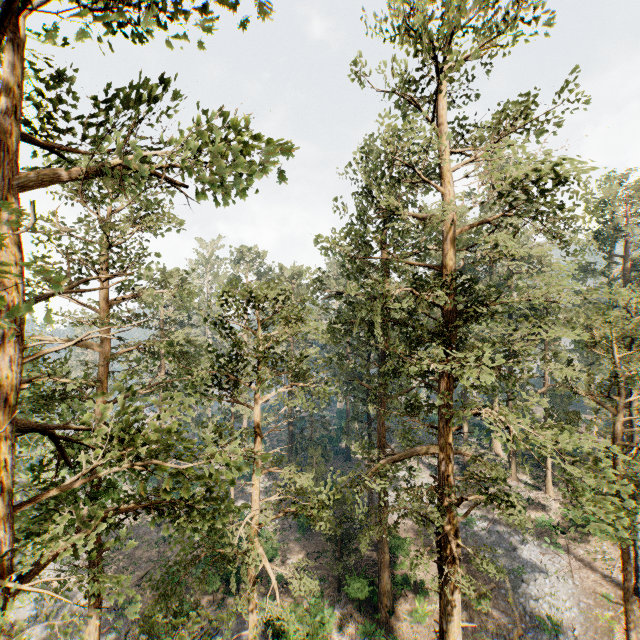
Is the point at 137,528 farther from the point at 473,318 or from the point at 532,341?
the point at 532,341
